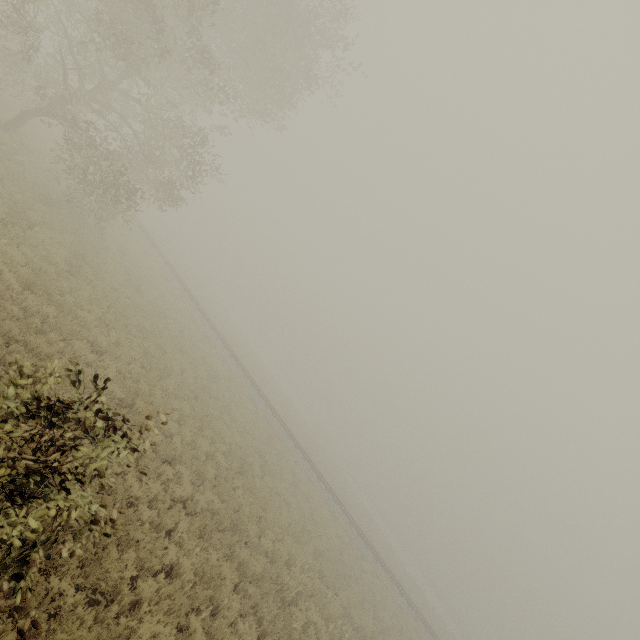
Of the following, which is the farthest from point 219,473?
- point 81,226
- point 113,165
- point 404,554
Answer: point 404,554
